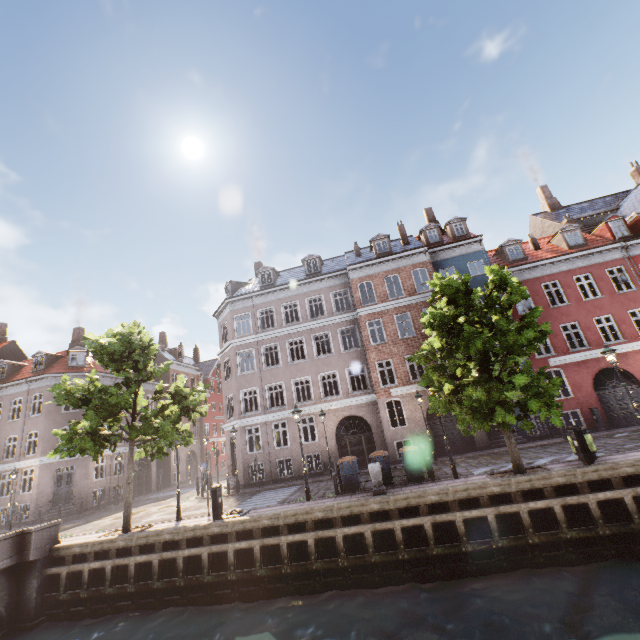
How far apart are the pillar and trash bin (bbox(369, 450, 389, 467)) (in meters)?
0.95

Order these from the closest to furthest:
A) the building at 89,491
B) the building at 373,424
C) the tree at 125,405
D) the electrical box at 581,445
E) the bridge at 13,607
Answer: the electrical box at 581,445 → the bridge at 13,607 → the tree at 125,405 → the building at 373,424 → the building at 89,491

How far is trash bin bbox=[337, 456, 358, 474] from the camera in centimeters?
1395cm

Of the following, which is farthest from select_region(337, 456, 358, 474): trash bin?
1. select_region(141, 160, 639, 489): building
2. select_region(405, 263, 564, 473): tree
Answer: select_region(141, 160, 639, 489): building

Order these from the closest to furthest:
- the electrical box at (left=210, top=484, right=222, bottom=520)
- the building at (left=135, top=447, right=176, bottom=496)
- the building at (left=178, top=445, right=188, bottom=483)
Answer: the electrical box at (left=210, top=484, right=222, bottom=520) → the building at (left=135, top=447, right=176, bottom=496) → the building at (left=178, top=445, right=188, bottom=483)

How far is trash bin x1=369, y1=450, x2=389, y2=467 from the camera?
13.8 meters

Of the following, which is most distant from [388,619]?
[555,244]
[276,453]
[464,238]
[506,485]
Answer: [555,244]

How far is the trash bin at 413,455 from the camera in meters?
13.6 m
